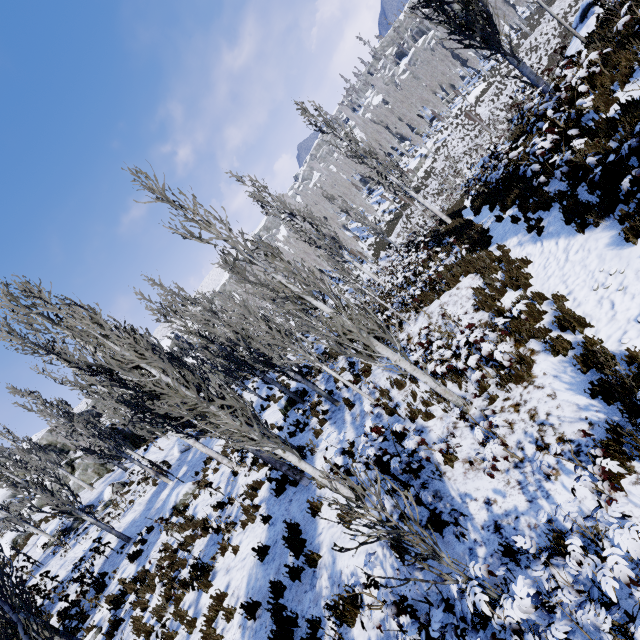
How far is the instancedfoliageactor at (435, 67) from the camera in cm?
4653

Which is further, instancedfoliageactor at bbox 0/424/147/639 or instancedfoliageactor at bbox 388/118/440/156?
instancedfoliageactor at bbox 388/118/440/156

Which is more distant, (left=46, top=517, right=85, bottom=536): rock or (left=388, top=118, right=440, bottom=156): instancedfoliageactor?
(left=388, top=118, right=440, bottom=156): instancedfoliageactor

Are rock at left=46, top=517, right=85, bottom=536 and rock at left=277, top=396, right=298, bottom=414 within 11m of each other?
no

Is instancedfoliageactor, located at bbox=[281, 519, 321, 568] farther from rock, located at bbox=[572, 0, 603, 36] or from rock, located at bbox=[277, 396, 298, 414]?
rock, located at bbox=[572, 0, 603, 36]

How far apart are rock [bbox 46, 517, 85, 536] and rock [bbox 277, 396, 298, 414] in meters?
14.9

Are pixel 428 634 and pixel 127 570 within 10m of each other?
no
